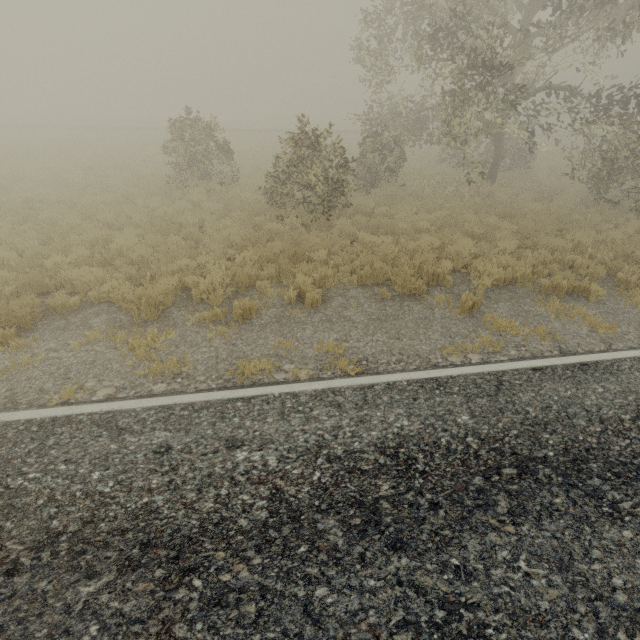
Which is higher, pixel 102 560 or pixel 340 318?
pixel 102 560
